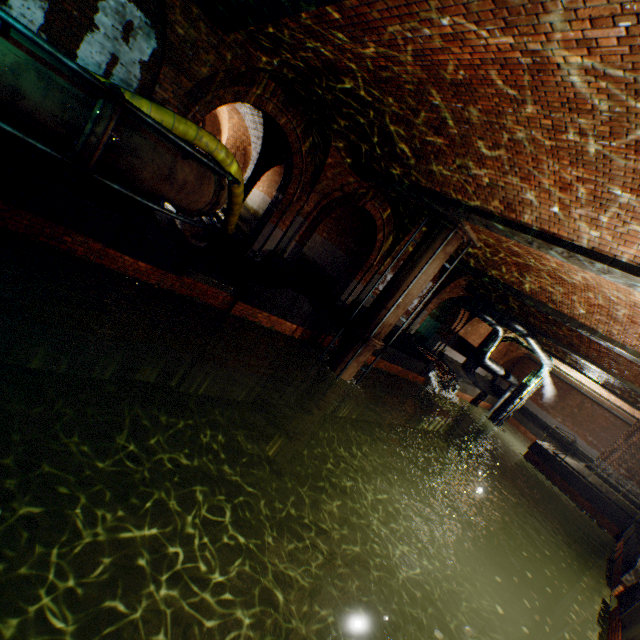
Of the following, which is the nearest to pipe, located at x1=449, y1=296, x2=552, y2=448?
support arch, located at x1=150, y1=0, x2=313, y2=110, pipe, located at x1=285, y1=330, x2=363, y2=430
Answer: pipe, located at x1=285, y1=330, x2=363, y2=430

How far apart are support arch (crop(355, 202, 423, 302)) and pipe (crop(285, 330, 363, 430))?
3.8 meters

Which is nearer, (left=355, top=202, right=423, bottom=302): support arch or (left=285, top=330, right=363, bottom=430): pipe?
(left=285, top=330, right=363, bottom=430): pipe

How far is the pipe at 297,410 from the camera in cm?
1039

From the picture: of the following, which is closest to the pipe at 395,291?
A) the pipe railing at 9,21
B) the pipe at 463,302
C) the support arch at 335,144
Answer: the support arch at 335,144

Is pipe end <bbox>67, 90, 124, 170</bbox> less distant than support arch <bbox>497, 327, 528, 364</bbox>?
Yes

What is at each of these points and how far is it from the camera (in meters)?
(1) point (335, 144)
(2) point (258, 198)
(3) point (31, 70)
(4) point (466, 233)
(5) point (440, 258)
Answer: (1) support arch, 9.17
(2) building tunnel, 24.47
(3) pipe, 3.83
(4) pipe end, 9.33
(5) pipe, 9.61

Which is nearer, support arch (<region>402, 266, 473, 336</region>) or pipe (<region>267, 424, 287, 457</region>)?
pipe (<region>267, 424, 287, 457</region>)
